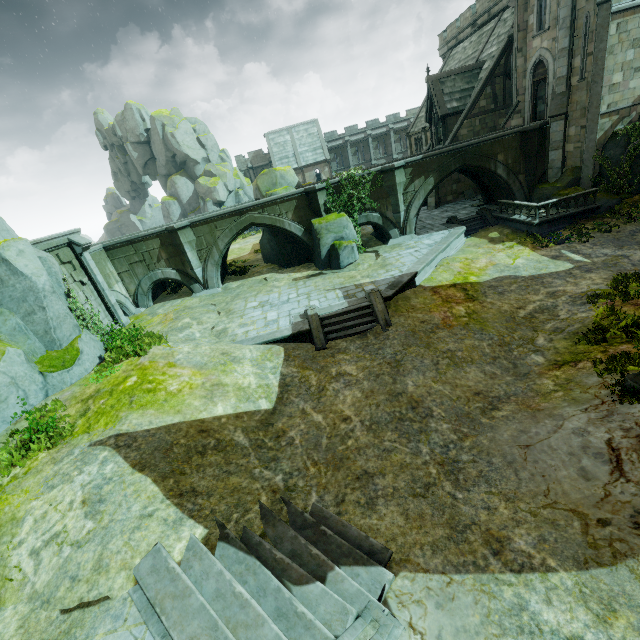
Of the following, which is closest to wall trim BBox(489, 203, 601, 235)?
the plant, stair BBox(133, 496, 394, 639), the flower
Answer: the plant

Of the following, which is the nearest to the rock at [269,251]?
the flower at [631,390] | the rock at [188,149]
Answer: the flower at [631,390]

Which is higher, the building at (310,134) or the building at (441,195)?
the building at (310,134)

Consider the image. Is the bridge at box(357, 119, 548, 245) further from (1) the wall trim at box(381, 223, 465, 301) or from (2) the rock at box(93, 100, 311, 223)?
(2) the rock at box(93, 100, 311, 223)

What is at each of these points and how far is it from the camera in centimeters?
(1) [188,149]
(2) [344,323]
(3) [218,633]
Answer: (1) rock, 4684cm
(2) stair, 1453cm
(3) stair, 504cm

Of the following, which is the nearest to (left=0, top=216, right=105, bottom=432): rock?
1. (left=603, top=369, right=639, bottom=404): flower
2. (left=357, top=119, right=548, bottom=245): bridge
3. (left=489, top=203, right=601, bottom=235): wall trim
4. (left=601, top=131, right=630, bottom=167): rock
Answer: (left=489, top=203, right=601, bottom=235): wall trim

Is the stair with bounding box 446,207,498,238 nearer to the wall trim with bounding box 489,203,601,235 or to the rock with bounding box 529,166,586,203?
the wall trim with bounding box 489,203,601,235

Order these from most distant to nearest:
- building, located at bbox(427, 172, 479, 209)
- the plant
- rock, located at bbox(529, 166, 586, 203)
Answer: building, located at bbox(427, 172, 479, 209), rock, located at bbox(529, 166, 586, 203), the plant
